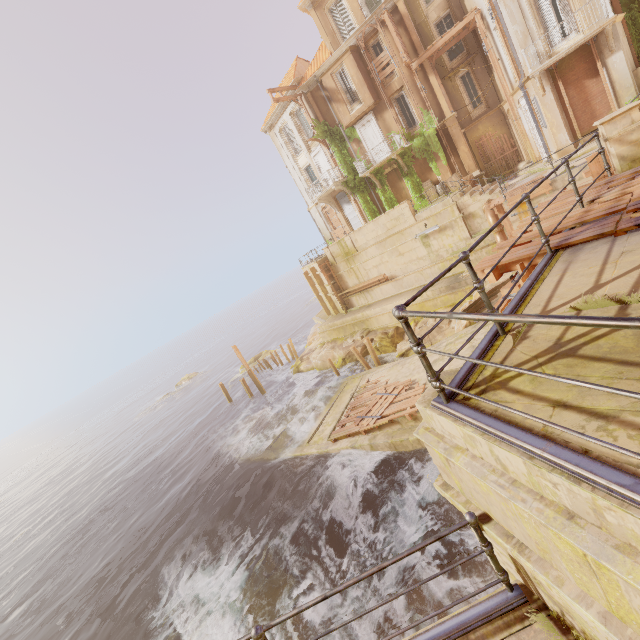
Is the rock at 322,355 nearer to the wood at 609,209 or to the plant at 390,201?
the wood at 609,209

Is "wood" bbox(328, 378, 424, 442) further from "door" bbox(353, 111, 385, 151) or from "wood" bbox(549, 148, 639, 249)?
"door" bbox(353, 111, 385, 151)

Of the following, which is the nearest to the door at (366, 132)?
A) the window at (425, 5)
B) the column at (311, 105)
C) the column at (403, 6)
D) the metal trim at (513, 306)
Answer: the column at (311, 105)

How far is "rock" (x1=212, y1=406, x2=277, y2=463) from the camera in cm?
2209

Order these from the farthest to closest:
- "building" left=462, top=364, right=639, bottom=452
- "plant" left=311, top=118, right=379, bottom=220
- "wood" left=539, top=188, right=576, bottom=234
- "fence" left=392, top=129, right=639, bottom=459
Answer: "plant" left=311, top=118, right=379, bottom=220
"wood" left=539, top=188, right=576, bottom=234
"building" left=462, top=364, right=639, bottom=452
"fence" left=392, top=129, right=639, bottom=459

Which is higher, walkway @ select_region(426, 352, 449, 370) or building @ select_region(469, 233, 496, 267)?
building @ select_region(469, 233, 496, 267)

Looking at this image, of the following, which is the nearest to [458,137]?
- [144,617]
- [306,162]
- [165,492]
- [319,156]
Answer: [319,156]

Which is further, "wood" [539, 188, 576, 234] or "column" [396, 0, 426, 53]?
"column" [396, 0, 426, 53]
